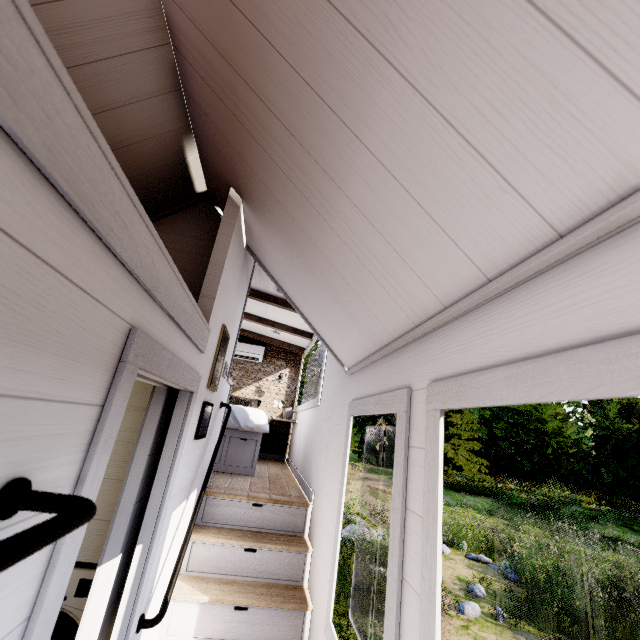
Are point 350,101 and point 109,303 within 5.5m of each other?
yes

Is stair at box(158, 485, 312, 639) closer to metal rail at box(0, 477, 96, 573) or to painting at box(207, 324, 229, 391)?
painting at box(207, 324, 229, 391)

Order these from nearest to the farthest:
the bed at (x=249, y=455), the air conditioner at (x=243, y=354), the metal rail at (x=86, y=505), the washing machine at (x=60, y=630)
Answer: the metal rail at (x=86, y=505), the washing machine at (x=60, y=630), the bed at (x=249, y=455), the air conditioner at (x=243, y=354)

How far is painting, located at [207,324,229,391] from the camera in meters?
2.2 m

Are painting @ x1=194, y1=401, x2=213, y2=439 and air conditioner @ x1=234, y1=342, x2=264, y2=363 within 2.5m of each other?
no

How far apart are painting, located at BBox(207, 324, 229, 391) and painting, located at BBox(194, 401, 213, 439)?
0.1m

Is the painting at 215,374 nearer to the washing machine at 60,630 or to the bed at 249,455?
the washing machine at 60,630

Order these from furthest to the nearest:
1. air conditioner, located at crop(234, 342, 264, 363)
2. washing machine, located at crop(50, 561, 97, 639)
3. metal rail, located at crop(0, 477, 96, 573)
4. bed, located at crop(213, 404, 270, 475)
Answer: air conditioner, located at crop(234, 342, 264, 363), bed, located at crop(213, 404, 270, 475), washing machine, located at crop(50, 561, 97, 639), metal rail, located at crop(0, 477, 96, 573)
